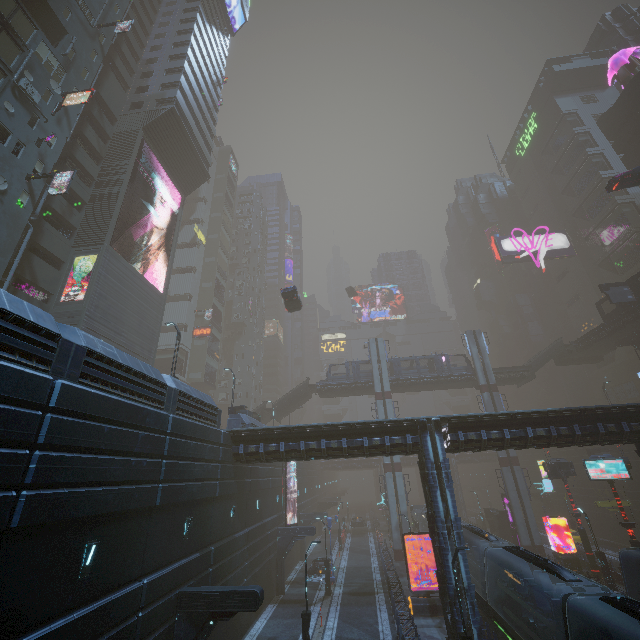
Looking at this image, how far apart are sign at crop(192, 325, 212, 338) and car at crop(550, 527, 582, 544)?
55.9m

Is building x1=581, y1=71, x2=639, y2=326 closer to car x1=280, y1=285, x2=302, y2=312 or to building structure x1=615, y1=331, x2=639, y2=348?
building structure x1=615, y1=331, x2=639, y2=348

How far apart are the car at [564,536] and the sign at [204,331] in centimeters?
5591cm

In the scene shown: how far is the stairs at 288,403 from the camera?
46.78m

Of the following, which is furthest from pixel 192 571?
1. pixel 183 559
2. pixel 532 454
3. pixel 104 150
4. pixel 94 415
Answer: pixel 532 454

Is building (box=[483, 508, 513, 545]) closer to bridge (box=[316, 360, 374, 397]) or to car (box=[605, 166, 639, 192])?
car (box=[605, 166, 639, 192])

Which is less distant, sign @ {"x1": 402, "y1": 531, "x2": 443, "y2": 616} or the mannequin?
sign @ {"x1": 402, "y1": 531, "x2": 443, "y2": 616}

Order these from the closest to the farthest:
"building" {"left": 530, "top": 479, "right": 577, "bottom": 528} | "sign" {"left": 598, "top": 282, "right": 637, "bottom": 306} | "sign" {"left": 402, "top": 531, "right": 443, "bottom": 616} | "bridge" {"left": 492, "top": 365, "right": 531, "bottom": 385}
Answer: "sign" {"left": 402, "top": 531, "right": 443, "bottom": 616}, "sign" {"left": 598, "top": 282, "right": 637, "bottom": 306}, "bridge" {"left": 492, "top": 365, "right": 531, "bottom": 385}, "building" {"left": 530, "top": 479, "right": 577, "bottom": 528}
